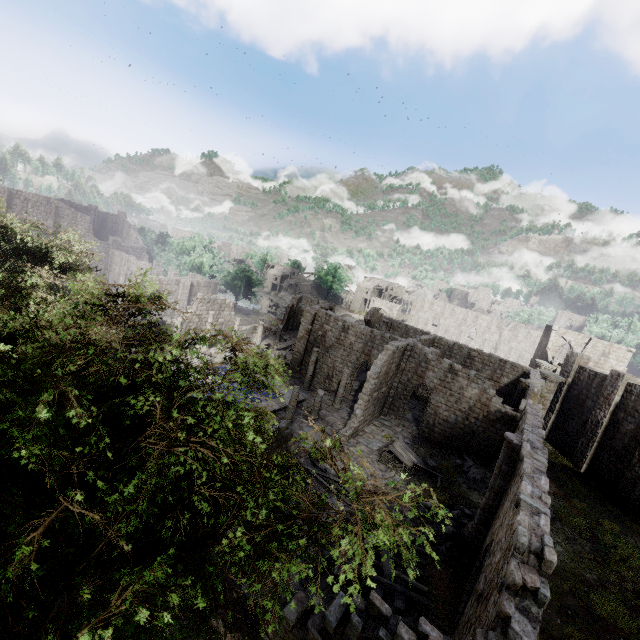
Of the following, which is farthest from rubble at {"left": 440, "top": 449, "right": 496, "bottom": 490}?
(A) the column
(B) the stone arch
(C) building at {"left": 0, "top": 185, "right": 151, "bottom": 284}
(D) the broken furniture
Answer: (B) the stone arch

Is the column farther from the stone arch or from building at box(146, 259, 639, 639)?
the stone arch

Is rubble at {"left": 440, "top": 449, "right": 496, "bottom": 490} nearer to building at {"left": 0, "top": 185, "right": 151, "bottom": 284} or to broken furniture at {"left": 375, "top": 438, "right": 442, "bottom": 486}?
building at {"left": 0, "top": 185, "right": 151, "bottom": 284}

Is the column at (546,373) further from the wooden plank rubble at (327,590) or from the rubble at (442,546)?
the wooden plank rubble at (327,590)

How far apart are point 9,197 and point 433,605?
60.2m

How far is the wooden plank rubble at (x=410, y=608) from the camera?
11.9m

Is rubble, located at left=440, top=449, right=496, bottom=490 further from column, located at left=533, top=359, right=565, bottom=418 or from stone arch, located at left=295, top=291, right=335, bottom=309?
stone arch, located at left=295, top=291, right=335, bottom=309

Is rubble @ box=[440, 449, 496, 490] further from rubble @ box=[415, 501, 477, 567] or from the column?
the column
